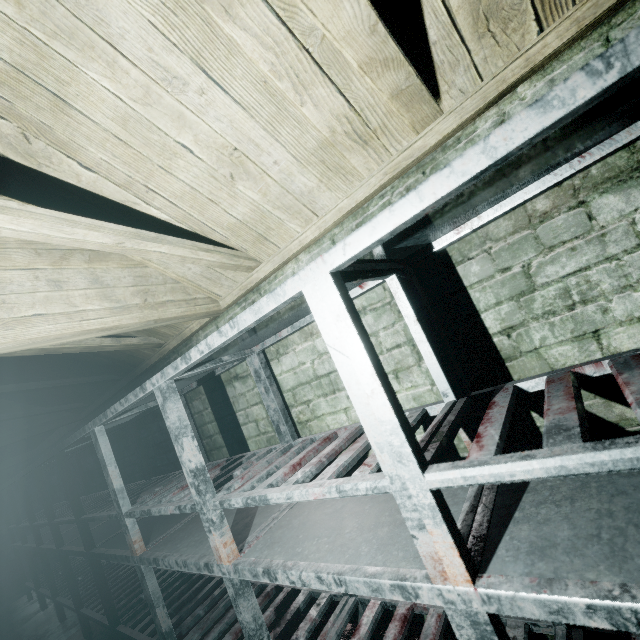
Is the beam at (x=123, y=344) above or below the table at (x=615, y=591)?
above

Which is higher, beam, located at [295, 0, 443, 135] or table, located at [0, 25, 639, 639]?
beam, located at [295, 0, 443, 135]

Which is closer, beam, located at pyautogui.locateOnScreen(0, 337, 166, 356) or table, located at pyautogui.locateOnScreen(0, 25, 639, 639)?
table, located at pyautogui.locateOnScreen(0, 25, 639, 639)

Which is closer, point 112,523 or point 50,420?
point 112,523

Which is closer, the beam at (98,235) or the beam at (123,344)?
the beam at (98,235)

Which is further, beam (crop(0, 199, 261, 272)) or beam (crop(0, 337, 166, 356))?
beam (crop(0, 337, 166, 356))

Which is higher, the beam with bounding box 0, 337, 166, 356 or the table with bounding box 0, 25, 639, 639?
the beam with bounding box 0, 337, 166, 356
